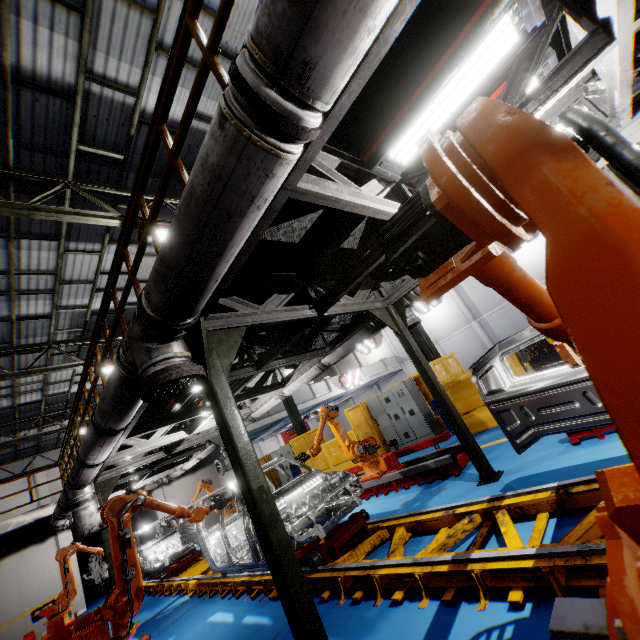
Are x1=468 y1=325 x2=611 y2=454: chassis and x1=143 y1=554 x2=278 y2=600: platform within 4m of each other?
yes

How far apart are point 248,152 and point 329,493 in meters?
5.3 m

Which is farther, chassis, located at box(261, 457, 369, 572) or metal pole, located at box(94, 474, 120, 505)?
metal pole, located at box(94, 474, 120, 505)

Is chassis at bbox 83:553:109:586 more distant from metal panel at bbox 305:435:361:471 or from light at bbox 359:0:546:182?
light at bbox 359:0:546:182

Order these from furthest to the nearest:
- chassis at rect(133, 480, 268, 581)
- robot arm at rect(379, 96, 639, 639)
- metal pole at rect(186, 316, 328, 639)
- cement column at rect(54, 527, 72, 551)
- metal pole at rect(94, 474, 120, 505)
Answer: cement column at rect(54, 527, 72, 551)
metal pole at rect(94, 474, 120, 505)
chassis at rect(133, 480, 268, 581)
metal pole at rect(186, 316, 328, 639)
robot arm at rect(379, 96, 639, 639)

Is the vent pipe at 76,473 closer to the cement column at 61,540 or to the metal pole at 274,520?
the metal pole at 274,520

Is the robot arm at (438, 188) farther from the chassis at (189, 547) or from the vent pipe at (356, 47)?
the vent pipe at (356, 47)

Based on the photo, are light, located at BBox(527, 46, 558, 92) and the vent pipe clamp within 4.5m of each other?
yes
